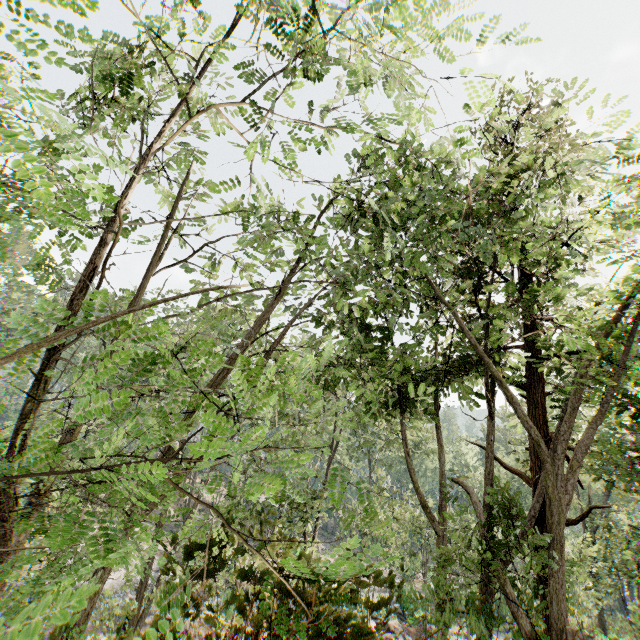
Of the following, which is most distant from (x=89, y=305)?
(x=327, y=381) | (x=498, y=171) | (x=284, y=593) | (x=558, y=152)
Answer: (x=498, y=171)
